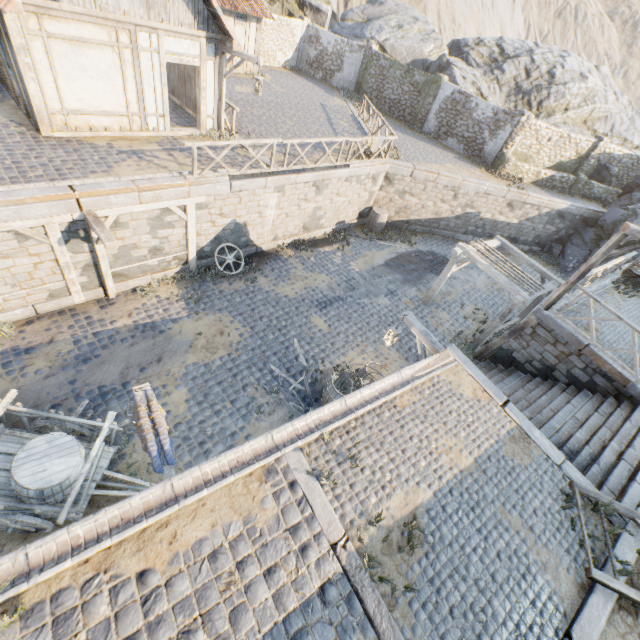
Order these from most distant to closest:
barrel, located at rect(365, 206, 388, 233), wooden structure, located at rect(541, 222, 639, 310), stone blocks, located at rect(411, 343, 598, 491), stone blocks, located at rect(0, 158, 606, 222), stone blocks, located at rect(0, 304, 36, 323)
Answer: barrel, located at rect(365, 206, 388, 233) → stone blocks, located at rect(0, 304, 36, 323) → wooden structure, located at rect(541, 222, 639, 310) → stone blocks, located at rect(0, 158, 606, 222) → stone blocks, located at rect(411, 343, 598, 491)

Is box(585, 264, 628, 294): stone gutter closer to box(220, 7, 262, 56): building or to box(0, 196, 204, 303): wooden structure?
box(0, 196, 204, 303): wooden structure

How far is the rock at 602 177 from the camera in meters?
21.0

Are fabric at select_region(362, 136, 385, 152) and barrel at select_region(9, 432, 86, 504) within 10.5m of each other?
no

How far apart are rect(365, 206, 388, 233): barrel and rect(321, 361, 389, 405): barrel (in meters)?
10.38

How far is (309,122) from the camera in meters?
17.3 m

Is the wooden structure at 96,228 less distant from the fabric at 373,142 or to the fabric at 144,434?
the fabric at 144,434

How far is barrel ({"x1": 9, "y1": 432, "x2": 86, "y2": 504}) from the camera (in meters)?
5.15
